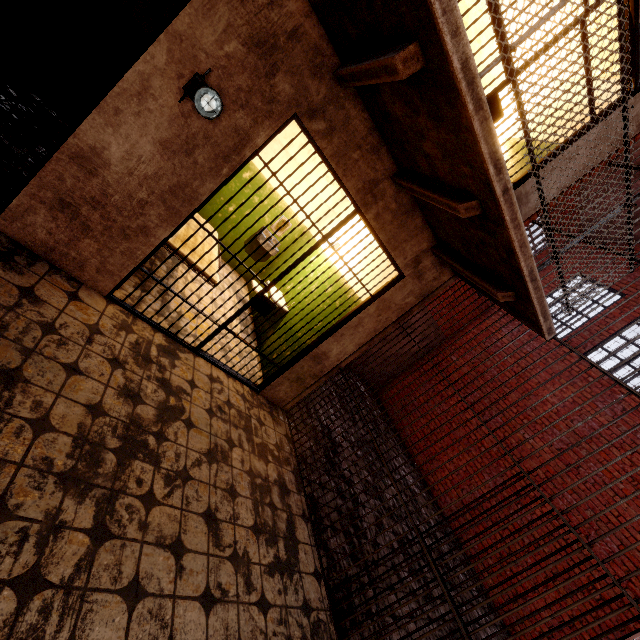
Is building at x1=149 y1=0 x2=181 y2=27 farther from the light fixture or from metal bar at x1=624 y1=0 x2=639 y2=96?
metal bar at x1=624 y1=0 x2=639 y2=96

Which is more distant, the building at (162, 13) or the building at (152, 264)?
the building at (162, 13)

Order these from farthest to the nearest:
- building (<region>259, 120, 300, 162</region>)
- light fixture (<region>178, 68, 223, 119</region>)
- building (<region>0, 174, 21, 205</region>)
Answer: building (<region>259, 120, 300, 162</region>) < building (<region>0, 174, 21, 205</region>) < light fixture (<region>178, 68, 223, 119</region>)

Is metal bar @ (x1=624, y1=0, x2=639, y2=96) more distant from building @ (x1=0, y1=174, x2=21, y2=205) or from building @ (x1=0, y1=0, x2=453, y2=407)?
building @ (x1=0, y1=174, x2=21, y2=205)

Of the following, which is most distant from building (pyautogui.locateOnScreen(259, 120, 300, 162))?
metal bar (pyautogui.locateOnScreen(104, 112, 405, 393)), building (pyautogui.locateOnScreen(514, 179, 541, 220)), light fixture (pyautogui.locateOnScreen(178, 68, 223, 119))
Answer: light fixture (pyautogui.locateOnScreen(178, 68, 223, 119))

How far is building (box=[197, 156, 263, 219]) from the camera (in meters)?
5.98

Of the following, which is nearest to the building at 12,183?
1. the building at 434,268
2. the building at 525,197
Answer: the building at 434,268

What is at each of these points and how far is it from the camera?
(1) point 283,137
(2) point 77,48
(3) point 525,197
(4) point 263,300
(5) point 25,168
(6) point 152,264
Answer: (1) building, 5.9m
(2) building, 4.6m
(3) building, 3.7m
(4) metal bar, 3.6m
(5) building, 3.3m
(6) building, 4.2m
